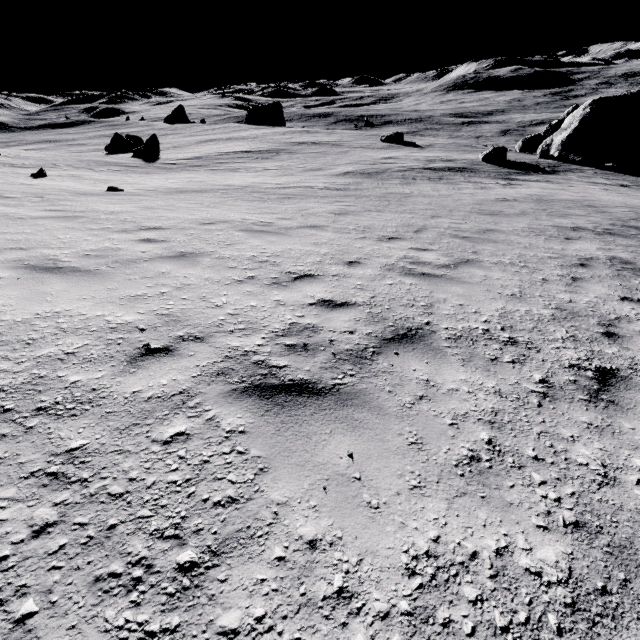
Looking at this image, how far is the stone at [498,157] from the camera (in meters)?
28.34

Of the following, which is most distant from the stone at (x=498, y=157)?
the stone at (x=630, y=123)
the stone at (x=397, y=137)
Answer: the stone at (x=397, y=137)

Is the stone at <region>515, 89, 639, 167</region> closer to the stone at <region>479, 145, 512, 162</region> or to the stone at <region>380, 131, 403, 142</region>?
the stone at <region>479, 145, 512, 162</region>

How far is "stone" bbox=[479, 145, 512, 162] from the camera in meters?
28.3

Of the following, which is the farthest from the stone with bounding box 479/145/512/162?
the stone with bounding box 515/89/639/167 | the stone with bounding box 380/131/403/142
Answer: the stone with bounding box 380/131/403/142

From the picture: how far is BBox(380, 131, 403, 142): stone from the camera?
39.7 meters

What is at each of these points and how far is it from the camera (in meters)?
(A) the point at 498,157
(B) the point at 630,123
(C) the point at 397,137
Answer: (A) stone, 28.47
(B) stone, 27.92
(C) stone, 39.78
